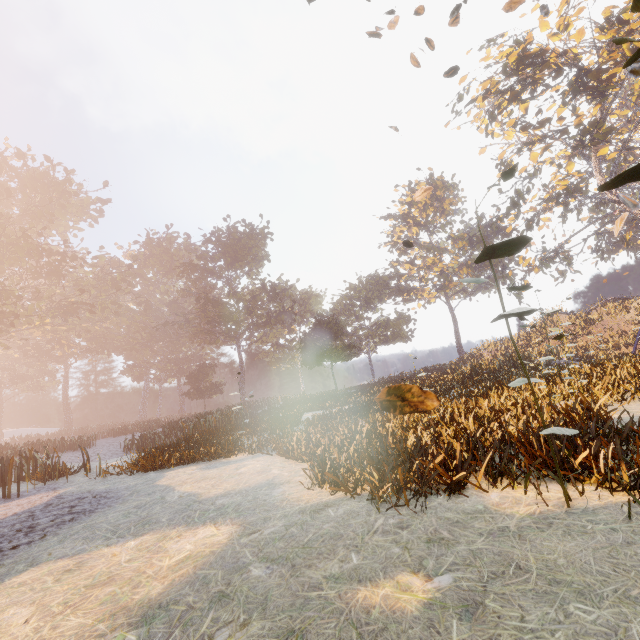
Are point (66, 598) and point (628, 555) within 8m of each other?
yes

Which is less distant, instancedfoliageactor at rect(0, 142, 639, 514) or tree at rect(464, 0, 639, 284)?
instancedfoliageactor at rect(0, 142, 639, 514)

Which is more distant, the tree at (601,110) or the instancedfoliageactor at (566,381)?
the tree at (601,110)
